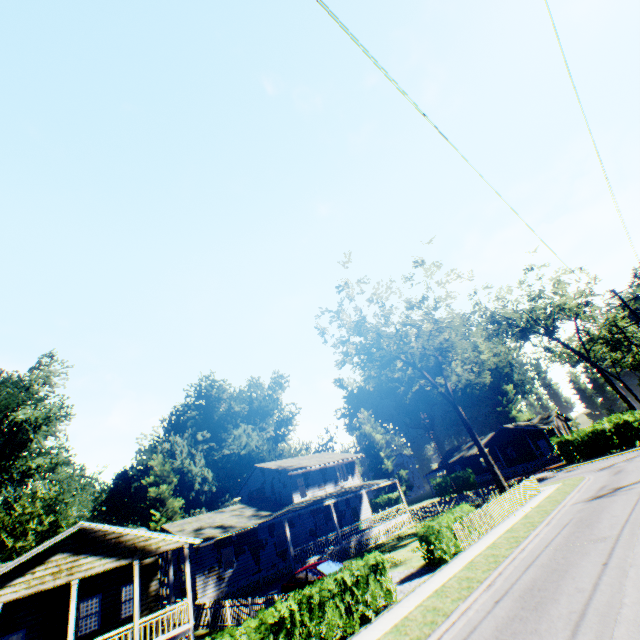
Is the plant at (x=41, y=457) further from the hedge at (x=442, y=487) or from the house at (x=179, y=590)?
the hedge at (x=442, y=487)

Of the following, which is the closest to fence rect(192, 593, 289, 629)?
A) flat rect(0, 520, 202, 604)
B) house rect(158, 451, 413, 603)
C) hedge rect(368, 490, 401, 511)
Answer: house rect(158, 451, 413, 603)

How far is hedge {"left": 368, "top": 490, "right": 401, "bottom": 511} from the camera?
53.7 meters

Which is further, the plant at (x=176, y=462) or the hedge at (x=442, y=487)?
the hedge at (x=442, y=487)

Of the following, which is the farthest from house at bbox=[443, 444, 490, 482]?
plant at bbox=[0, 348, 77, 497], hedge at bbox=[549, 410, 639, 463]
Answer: plant at bbox=[0, 348, 77, 497]

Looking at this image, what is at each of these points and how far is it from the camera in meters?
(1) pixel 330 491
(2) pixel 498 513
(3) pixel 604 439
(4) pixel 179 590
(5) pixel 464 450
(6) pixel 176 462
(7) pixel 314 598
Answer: (1) house, 34.7 m
(2) fence, 20.8 m
(3) hedge, 35.9 m
(4) house, 25.1 m
(5) house, 59.4 m
(6) plant, 45.3 m
(7) hedge, 11.0 m

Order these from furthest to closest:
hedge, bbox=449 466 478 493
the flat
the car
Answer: hedge, bbox=449 466 478 493
the car
the flat

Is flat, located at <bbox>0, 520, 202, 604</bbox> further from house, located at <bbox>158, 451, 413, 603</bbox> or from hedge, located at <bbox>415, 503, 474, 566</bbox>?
hedge, located at <bbox>415, 503, 474, 566</bbox>
